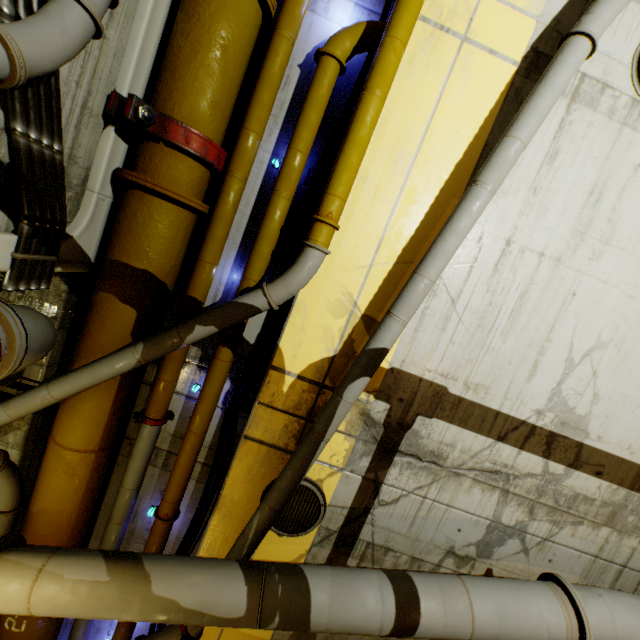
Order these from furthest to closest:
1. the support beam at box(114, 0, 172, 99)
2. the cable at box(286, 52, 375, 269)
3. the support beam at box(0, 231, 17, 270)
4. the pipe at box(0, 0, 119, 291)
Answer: the cable at box(286, 52, 375, 269) → the support beam at box(114, 0, 172, 99) → the support beam at box(0, 231, 17, 270) → the pipe at box(0, 0, 119, 291)

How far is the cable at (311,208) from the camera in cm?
372

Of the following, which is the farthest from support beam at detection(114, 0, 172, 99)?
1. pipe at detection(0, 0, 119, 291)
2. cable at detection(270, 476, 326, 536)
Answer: cable at detection(270, 476, 326, 536)

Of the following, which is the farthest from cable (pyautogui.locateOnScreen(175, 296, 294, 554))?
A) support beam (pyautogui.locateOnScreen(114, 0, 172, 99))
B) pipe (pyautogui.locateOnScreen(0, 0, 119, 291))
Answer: support beam (pyautogui.locateOnScreen(114, 0, 172, 99))

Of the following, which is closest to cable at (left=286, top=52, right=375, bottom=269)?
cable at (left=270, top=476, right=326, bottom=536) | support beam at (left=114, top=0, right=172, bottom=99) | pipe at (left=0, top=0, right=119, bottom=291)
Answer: pipe at (left=0, top=0, right=119, bottom=291)

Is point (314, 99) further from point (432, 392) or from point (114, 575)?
point (114, 575)

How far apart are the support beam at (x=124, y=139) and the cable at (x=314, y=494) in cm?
323

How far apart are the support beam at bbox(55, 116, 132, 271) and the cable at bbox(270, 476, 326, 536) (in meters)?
3.23
